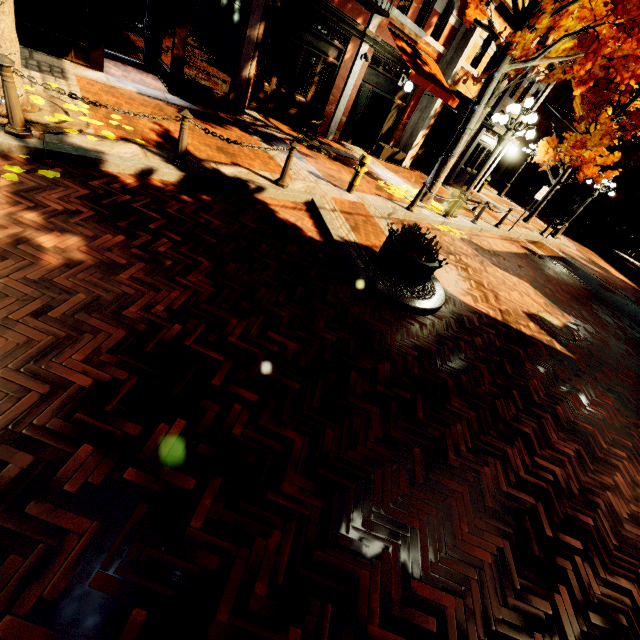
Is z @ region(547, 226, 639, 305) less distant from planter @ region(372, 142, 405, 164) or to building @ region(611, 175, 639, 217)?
building @ region(611, 175, 639, 217)

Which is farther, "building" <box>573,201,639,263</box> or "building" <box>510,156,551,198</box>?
"building" <box>510,156,551,198</box>

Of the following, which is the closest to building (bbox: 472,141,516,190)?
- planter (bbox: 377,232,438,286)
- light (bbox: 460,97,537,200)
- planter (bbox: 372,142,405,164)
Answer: planter (bbox: 377,232,438,286)

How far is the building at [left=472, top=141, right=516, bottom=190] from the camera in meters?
18.0 m

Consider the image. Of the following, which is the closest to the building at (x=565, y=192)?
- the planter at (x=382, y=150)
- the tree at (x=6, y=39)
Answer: the tree at (x=6, y=39)

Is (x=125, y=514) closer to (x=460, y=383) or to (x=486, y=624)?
(x=486, y=624)

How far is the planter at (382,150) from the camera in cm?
A: 1356

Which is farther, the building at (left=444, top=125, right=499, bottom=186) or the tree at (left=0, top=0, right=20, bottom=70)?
the building at (left=444, top=125, right=499, bottom=186)
